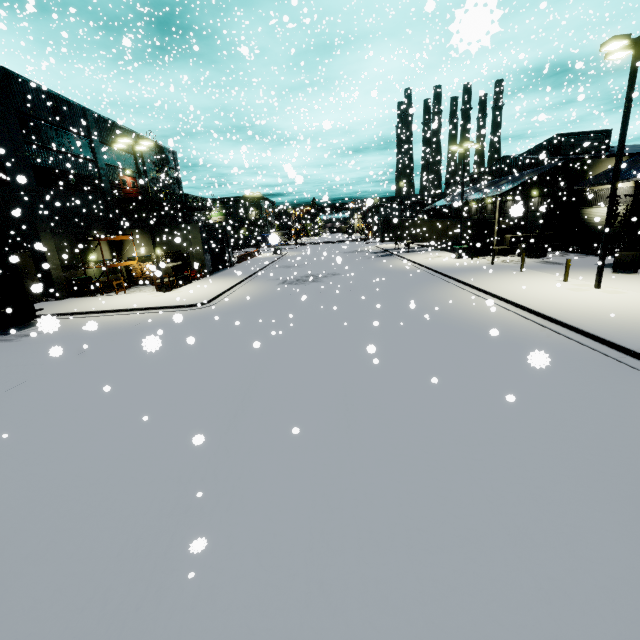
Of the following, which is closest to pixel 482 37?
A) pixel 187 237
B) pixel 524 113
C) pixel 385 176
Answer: pixel 187 237

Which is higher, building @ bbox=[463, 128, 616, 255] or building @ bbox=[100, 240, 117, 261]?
building @ bbox=[463, 128, 616, 255]

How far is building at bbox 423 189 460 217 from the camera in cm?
3099

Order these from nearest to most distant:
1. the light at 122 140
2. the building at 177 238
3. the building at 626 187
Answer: the light at 122 140 < the building at 626 187 < the building at 177 238

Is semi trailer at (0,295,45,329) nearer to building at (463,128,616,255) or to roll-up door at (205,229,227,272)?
building at (463,128,616,255)

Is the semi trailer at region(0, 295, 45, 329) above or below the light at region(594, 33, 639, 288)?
below

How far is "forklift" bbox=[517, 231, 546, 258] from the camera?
26.53m

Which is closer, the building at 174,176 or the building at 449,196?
the building at 449,196
